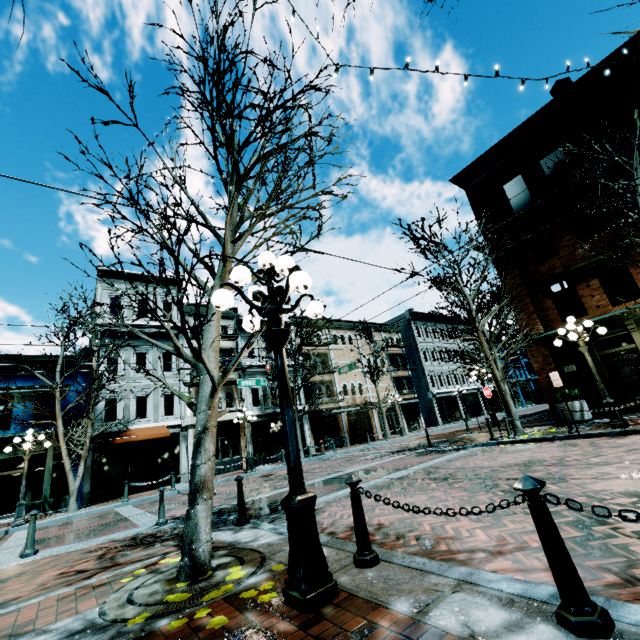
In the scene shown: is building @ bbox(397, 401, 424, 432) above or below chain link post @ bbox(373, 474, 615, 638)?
above

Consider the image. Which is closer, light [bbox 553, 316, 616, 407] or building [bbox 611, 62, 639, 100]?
light [bbox 553, 316, 616, 407]

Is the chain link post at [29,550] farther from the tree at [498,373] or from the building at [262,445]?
the tree at [498,373]

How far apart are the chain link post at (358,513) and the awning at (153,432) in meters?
18.1 m

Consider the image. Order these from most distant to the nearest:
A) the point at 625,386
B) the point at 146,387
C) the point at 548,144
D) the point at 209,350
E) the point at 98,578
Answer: the point at 625,386
the point at 146,387
the point at 548,144
the point at 209,350
the point at 98,578

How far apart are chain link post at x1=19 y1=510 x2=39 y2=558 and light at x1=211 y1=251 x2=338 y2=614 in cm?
726

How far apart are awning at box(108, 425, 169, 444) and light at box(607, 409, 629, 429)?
19.5 meters

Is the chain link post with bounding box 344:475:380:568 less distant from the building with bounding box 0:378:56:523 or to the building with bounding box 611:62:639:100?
the building with bounding box 611:62:639:100
